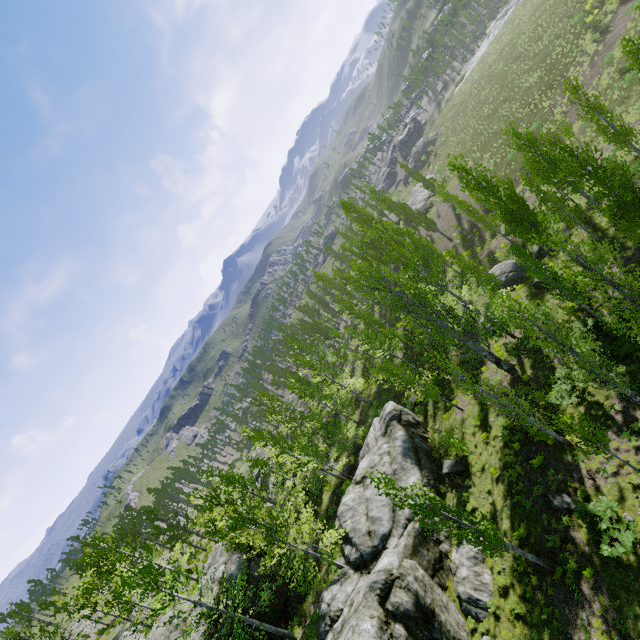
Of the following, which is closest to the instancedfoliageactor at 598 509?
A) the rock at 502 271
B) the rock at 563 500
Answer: the rock at 502 271

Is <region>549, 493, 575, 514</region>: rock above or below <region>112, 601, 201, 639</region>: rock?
below

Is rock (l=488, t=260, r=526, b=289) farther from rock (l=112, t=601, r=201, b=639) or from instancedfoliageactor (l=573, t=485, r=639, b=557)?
rock (l=112, t=601, r=201, b=639)

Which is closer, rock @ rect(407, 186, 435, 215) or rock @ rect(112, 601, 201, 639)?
rock @ rect(112, 601, 201, 639)

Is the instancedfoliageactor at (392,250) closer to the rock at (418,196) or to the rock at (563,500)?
the rock at (418,196)

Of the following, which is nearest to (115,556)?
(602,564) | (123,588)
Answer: (123,588)

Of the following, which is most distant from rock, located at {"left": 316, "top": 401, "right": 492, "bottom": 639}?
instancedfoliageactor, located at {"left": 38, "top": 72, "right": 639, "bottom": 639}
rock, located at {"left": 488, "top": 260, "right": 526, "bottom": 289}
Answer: rock, located at {"left": 488, "top": 260, "right": 526, "bottom": 289}
